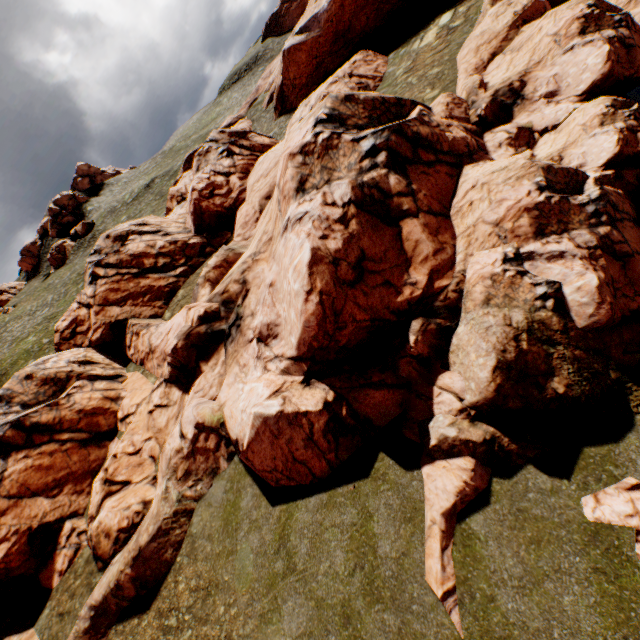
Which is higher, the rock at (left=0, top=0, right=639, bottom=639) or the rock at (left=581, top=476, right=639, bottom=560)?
the rock at (left=0, top=0, right=639, bottom=639)

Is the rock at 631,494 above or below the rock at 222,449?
below

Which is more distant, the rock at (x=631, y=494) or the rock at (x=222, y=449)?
the rock at (x=222, y=449)

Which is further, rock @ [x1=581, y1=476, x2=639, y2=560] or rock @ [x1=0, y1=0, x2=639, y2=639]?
rock @ [x1=0, y1=0, x2=639, y2=639]

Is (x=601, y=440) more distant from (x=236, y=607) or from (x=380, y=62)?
(x=380, y=62)
